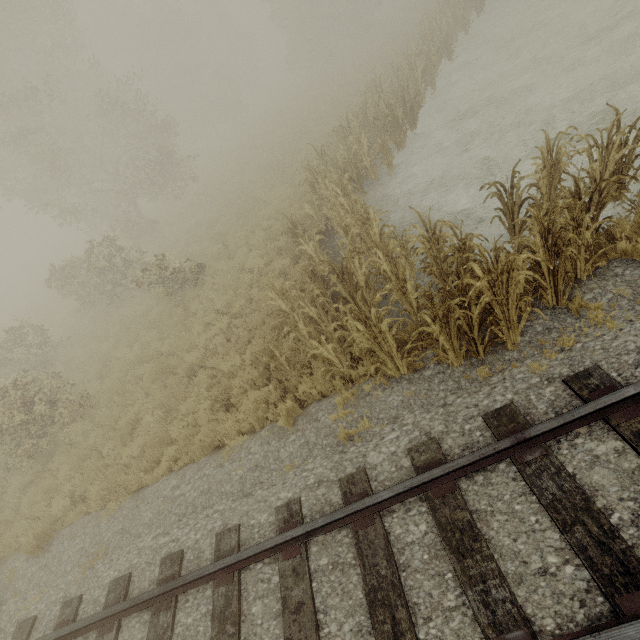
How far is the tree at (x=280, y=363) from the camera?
6.1 meters

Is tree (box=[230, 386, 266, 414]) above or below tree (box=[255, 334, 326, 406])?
below

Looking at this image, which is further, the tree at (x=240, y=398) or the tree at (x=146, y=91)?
the tree at (x=240, y=398)

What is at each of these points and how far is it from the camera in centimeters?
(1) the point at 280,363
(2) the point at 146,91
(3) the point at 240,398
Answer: (1) tree, 640cm
(2) tree, 3575cm
(3) tree, 720cm

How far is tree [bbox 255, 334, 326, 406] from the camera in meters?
6.1

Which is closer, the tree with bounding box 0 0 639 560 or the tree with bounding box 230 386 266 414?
the tree with bounding box 0 0 639 560
